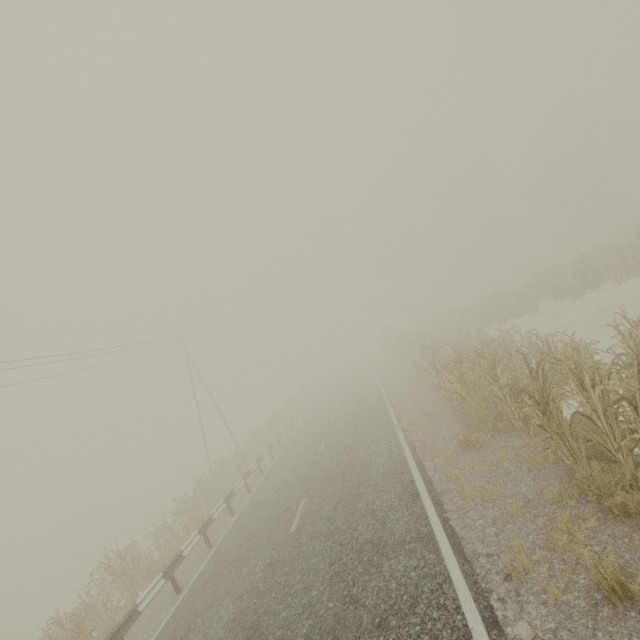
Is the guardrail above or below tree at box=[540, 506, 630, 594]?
above

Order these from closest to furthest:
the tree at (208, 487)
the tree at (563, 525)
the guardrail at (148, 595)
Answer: the tree at (563, 525) → the guardrail at (148, 595) → the tree at (208, 487)

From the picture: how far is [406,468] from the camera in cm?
865

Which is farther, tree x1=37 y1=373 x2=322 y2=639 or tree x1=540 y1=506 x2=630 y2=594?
tree x1=37 y1=373 x2=322 y2=639

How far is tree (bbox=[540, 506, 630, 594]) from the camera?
3.5 meters

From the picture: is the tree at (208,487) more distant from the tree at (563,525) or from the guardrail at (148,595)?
the tree at (563,525)

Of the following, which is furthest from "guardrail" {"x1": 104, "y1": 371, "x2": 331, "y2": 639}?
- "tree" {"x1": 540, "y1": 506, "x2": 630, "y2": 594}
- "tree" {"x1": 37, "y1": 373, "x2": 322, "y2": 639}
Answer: "tree" {"x1": 540, "y1": 506, "x2": 630, "y2": 594}
